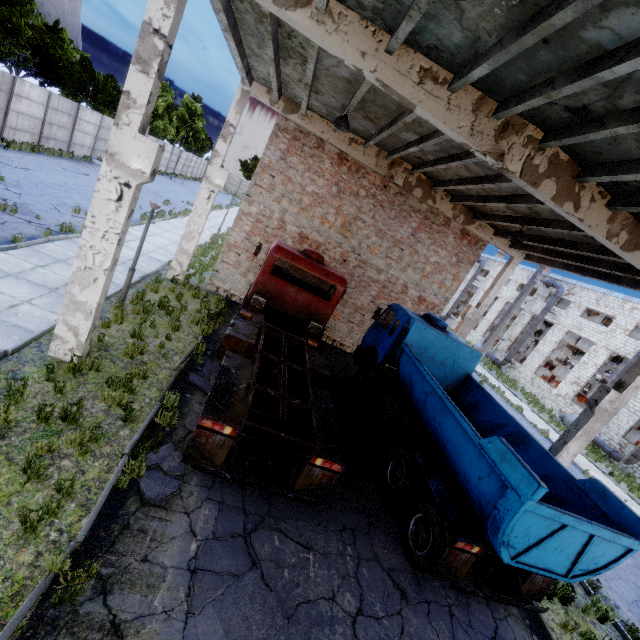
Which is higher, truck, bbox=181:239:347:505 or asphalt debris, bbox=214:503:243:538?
truck, bbox=181:239:347:505

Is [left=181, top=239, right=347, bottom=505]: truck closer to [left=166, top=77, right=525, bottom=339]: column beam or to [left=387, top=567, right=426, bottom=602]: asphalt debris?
[left=387, top=567, right=426, bottom=602]: asphalt debris

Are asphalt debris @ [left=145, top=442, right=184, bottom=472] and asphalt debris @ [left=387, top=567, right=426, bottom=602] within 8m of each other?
yes

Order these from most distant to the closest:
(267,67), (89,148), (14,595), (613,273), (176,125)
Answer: (176,125) < (89,148) < (613,273) < (267,67) < (14,595)

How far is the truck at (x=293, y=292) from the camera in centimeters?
552cm

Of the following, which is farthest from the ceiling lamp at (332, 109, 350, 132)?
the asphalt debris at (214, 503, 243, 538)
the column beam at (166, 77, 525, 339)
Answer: the asphalt debris at (214, 503, 243, 538)

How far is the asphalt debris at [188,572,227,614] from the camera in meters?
4.3

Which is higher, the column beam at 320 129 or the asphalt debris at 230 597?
the column beam at 320 129
